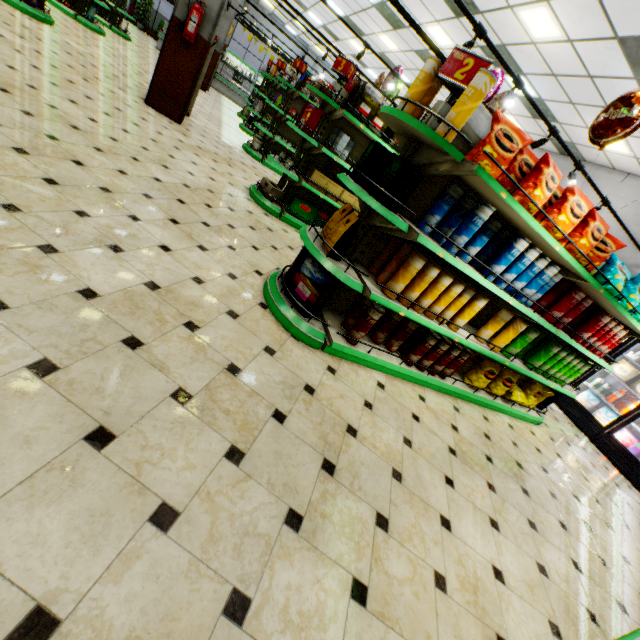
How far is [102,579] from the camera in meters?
1.1

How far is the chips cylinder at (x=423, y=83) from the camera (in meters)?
2.47

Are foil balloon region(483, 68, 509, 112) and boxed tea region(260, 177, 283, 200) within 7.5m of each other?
yes

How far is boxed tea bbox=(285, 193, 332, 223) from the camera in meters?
5.5 m

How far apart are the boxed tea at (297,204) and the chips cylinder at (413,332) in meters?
3.3 m

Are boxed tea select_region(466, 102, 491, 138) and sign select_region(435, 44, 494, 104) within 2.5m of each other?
yes

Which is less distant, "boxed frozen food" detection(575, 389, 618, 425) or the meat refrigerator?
"boxed frozen food" detection(575, 389, 618, 425)

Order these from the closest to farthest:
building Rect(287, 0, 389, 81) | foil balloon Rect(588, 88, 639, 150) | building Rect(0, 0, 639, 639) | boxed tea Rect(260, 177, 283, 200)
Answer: building Rect(0, 0, 639, 639), foil balloon Rect(588, 88, 639, 150), boxed tea Rect(260, 177, 283, 200), building Rect(287, 0, 389, 81)
